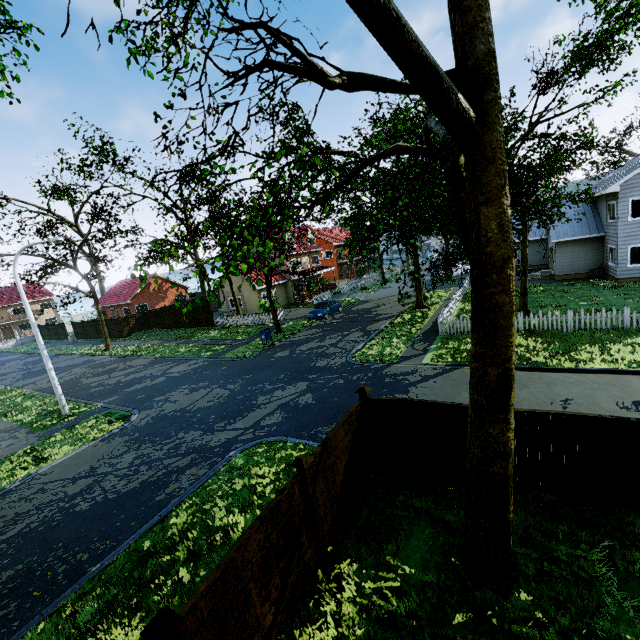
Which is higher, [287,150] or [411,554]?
[287,150]

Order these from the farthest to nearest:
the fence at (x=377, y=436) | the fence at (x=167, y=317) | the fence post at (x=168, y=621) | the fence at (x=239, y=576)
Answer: the fence at (x=167, y=317), the fence at (x=377, y=436), the fence at (x=239, y=576), the fence post at (x=168, y=621)

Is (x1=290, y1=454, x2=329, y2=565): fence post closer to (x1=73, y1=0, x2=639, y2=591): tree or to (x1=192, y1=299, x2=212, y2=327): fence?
(x1=192, y1=299, x2=212, y2=327): fence

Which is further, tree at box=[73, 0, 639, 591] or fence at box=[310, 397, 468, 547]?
fence at box=[310, 397, 468, 547]

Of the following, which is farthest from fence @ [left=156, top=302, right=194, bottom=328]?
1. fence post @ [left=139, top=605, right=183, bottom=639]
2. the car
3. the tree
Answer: the car

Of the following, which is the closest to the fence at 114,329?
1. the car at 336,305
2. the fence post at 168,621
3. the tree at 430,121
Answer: the fence post at 168,621

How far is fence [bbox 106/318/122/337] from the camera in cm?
3781
